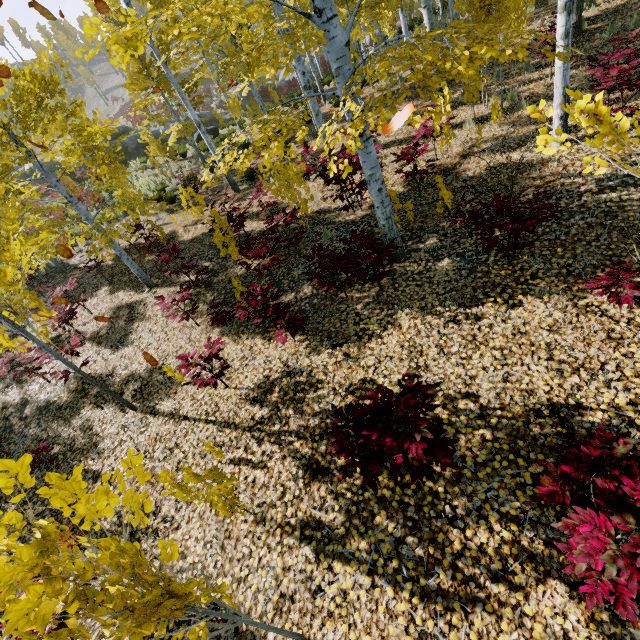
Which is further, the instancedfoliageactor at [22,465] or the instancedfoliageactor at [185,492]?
the instancedfoliageactor at [185,492]

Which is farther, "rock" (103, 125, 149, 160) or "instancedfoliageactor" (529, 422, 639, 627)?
"rock" (103, 125, 149, 160)

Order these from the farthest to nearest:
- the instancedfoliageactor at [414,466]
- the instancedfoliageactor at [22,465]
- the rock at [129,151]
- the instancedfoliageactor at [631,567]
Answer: the rock at [129,151] < the instancedfoliageactor at [414,466] < the instancedfoliageactor at [631,567] < the instancedfoliageactor at [22,465]

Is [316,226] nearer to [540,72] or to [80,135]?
[80,135]

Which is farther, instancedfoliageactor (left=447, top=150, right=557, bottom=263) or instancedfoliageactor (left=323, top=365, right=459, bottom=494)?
instancedfoliageactor (left=447, top=150, right=557, bottom=263)

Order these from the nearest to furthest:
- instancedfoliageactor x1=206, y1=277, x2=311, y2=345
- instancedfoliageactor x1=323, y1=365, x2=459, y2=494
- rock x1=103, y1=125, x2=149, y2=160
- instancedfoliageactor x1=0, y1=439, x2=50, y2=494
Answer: instancedfoliageactor x1=0, y1=439, x2=50, y2=494, instancedfoliageactor x1=323, y1=365, x2=459, y2=494, instancedfoliageactor x1=206, y1=277, x2=311, y2=345, rock x1=103, y1=125, x2=149, y2=160

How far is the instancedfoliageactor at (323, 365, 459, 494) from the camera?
2.6 meters
